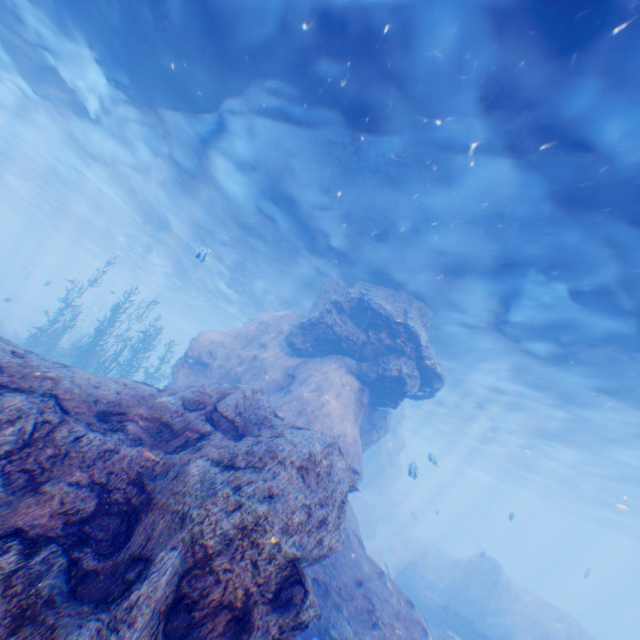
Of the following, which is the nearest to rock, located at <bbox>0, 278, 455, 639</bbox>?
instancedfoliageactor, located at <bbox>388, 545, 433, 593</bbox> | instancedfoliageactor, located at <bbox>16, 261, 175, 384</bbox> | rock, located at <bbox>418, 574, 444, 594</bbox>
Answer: instancedfoliageactor, located at <bbox>16, 261, 175, 384</bbox>

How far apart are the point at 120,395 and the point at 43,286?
70.94m

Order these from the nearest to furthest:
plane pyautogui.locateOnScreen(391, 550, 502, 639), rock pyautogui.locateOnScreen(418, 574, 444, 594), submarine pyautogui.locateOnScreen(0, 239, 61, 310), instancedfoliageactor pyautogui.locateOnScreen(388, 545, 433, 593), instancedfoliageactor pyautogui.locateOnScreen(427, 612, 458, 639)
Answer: instancedfoliageactor pyautogui.locateOnScreen(427, 612, 458, 639)
plane pyautogui.locateOnScreen(391, 550, 502, 639)
rock pyautogui.locateOnScreen(418, 574, 444, 594)
instancedfoliageactor pyautogui.locateOnScreen(388, 545, 433, 593)
submarine pyautogui.locateOnScreen(0, 239, 61, 310)

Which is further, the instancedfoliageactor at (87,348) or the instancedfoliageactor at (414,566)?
the instancedfoliageactor at (414,566)

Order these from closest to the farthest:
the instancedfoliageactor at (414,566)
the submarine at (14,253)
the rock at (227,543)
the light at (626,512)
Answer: the rock at (227,543)
the light at (626,512)
the instancedfoliageactor at (414,566)
the submarine at (14,253)

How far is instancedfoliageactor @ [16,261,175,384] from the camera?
16.18m

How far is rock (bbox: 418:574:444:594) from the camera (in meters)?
20.58

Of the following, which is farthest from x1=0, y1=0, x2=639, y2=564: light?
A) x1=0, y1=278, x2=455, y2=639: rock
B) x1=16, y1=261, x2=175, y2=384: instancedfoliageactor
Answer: x1=16, y1=261, x2=175, y2=384: instancedfoliageactor
